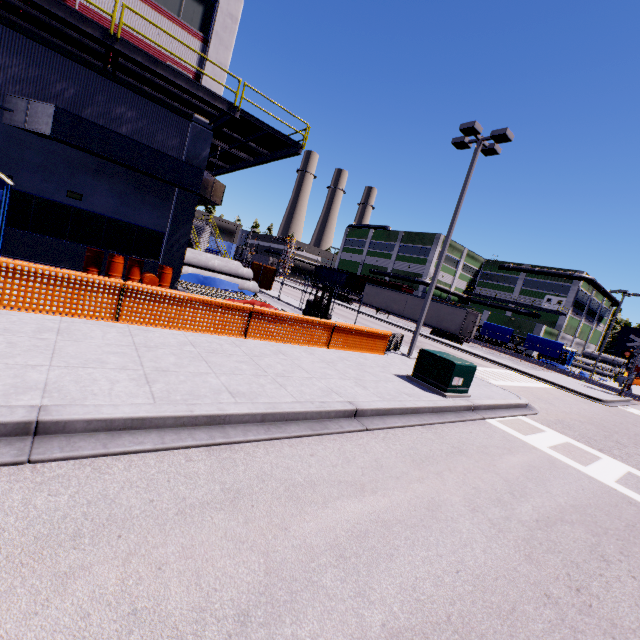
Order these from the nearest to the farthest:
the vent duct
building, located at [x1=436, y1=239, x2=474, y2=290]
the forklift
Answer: the vent duct < the forklift < building, located at [x1=436, y1=239, x2=474, y2=290]

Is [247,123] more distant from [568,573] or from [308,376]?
[568,573]

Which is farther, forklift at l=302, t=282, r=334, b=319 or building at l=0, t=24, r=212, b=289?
forklift at l=302, t=282, r=334, b=319

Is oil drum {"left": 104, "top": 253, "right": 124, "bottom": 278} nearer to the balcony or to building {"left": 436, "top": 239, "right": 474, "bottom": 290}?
building {"left": 436, "top": 239, "right": 474, "bottom": 290}

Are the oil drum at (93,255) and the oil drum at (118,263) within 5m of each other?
yes

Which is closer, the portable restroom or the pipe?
the portable restroom

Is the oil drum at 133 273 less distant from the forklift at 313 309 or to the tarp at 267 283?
the forklift at 313 309

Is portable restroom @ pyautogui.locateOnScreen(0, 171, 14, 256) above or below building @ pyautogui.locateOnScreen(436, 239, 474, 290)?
below
